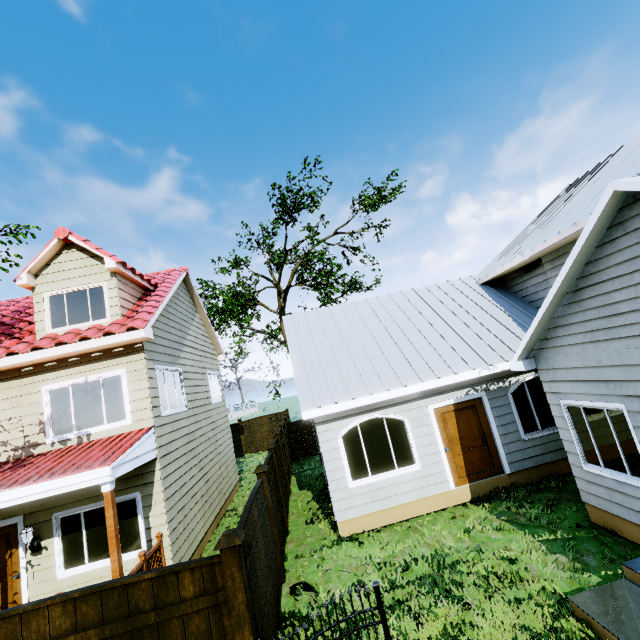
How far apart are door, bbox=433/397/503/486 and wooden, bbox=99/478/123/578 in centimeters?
762cm

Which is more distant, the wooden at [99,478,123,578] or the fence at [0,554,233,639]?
the wooden at [99,478,123,578]

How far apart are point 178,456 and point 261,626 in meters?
5.4 m

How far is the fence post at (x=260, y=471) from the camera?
7.05m

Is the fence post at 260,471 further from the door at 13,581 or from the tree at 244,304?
the tree at 244,304

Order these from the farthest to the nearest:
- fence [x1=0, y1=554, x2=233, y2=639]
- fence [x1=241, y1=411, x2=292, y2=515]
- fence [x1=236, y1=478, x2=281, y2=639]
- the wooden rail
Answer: fence [x1=241, y1=411, x2=292, y2=515] → the wooden rail → fence [x1=236, y1=478, x2=281, y2=639] → fence [x1=0, y1=554, x2=233, y2=639]

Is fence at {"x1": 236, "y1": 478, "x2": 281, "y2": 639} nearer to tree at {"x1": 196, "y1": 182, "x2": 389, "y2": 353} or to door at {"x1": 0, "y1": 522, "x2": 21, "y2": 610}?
tree at {"x1": 196, "y1": 182, "x2": 389, "y2": 353}

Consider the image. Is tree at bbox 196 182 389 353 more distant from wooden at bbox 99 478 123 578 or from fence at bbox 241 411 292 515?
wooden at bbox 99 478 123 578
